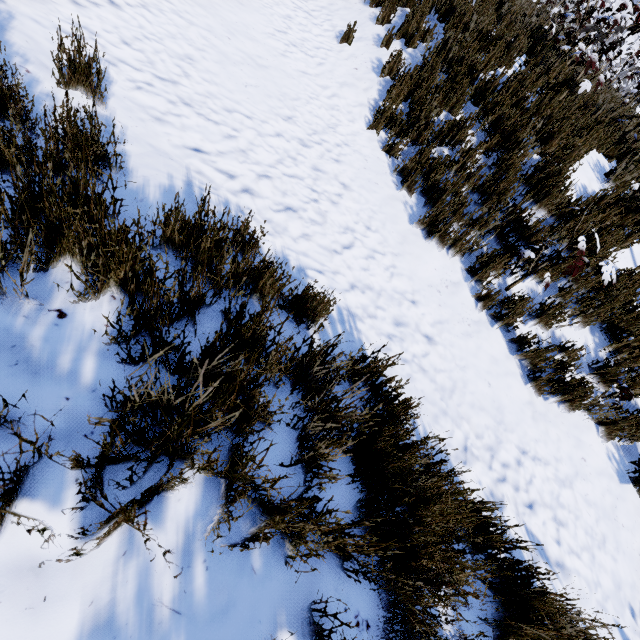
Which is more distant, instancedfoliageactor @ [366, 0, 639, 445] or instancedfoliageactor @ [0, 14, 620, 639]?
instancedfoliageactor @ [366, 0, 639, 445]

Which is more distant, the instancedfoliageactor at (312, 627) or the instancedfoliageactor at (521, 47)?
the instancedfoliageactor at (521, 47)

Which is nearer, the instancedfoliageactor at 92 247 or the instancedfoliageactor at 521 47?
the instancedfoliageactor at 92 247

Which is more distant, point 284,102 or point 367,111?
point 367,111

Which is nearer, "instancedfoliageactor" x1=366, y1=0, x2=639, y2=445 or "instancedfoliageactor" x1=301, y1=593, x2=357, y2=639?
"instancedfoliageactor" x1=301, y1=593, x2=357, y2=639
